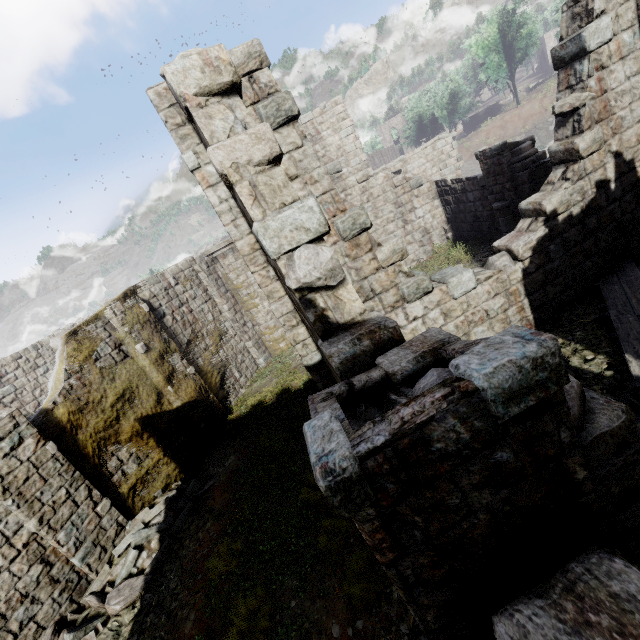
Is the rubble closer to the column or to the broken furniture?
the column

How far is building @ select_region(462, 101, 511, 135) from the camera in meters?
52.4 m

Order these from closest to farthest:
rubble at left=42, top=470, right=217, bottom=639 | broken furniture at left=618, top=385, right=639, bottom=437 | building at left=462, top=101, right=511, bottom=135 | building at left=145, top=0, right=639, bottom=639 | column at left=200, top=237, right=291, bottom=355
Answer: building at left=145, top=0, right=639, bottom=639 → broken furniture at left=618, top=385, right=639, bottom=437 → rubble at left=42, top=470, right=217, bottom=639 → column at left=200, top=237, right=291, bottom=355 → building at left=462, top=101, right=511, bottom=135

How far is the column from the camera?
14.9m

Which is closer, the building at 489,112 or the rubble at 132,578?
the rubble at 132,578

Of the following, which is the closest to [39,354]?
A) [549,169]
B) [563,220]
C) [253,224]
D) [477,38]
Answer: [253,224]

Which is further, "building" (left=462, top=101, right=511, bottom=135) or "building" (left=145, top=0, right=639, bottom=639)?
"building" (left=462, top=101, right=511, bottom=135)

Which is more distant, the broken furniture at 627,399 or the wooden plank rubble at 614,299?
the wooden plank rubble at 614,299
